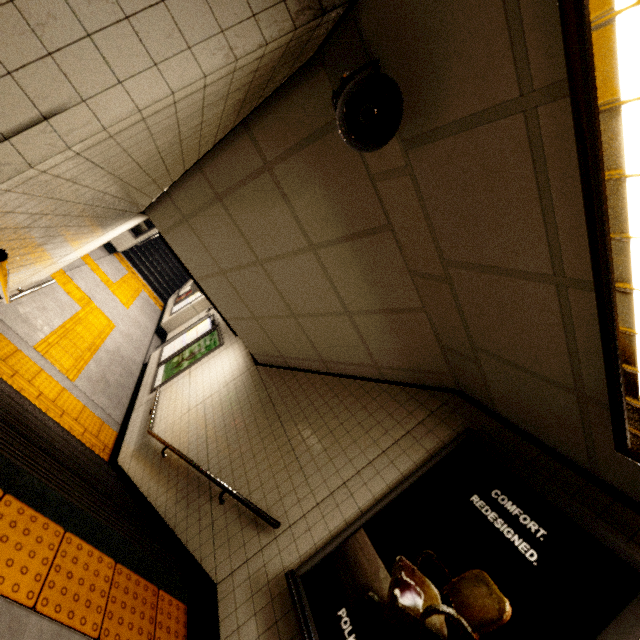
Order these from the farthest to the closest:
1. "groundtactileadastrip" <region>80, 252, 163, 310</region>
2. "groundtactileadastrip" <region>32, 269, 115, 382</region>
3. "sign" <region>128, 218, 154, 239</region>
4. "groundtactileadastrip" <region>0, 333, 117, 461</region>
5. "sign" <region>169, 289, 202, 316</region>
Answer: "sign" <region>128, 218, 154, 239</region>, "sign" <region>169, 289, 202, 316</region>, "groundtactileadastrip" <region>80, 252, 163, 310</region>, "groundtactileadastrip" <region>32, 269, 115, 382</region>, "groundtactileadastrip" <region>0, 333, 117, 461</region>

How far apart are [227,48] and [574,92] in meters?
1.2 m

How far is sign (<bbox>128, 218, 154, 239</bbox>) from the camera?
12.76m

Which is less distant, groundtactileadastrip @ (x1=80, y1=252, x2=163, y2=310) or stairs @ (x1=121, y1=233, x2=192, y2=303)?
groundtactileadastrip @ (x1=80, y1=252, x2=163, y2=310)

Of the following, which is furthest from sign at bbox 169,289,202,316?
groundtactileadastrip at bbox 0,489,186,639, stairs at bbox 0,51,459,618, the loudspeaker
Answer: the loudspeaker

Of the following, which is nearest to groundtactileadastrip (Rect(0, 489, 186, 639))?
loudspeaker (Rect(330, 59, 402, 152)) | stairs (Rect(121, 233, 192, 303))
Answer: loudspeaker (Rect(330, 59, 402, 152))

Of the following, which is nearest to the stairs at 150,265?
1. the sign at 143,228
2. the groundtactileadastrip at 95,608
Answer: the sign at 143,228

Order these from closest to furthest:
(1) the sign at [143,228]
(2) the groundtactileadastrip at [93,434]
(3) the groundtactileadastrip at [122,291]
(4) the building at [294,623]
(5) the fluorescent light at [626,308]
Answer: (5) the fluorescent light at [626,308] < (4) the building at [294,623] < (2) the groundtactileadastrip at [93,434] < (3) the groundtactileadastrip at [122,291] < (1) the sign at [143,228]
